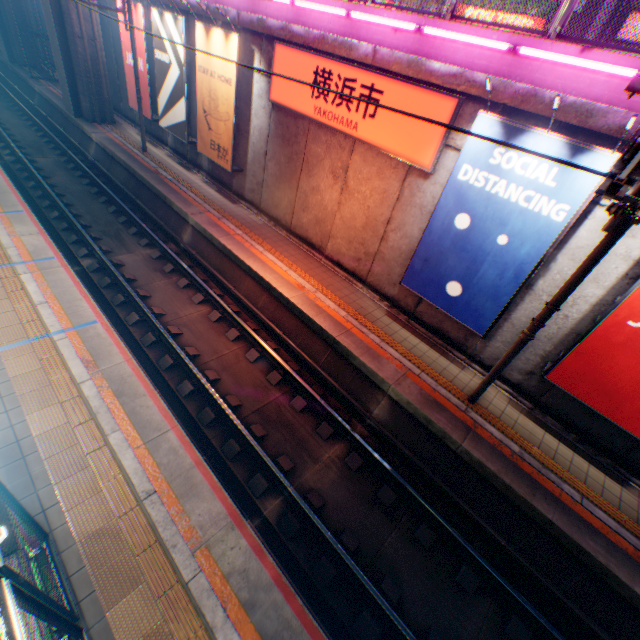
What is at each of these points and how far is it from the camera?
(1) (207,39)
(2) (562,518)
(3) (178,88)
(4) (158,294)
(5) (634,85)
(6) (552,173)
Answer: (1) billboard, 11.6 meters
(2) railway, 6.4 meters
(3) billboard, 13.8 meters
(4) railway, 10.5 meters
(5) electric pole, 2.5 meters
(6) billboard, 6.2 meters

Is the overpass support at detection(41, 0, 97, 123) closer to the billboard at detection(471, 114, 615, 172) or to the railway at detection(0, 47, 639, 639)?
the railway at detection(0, 47, 639, 639)

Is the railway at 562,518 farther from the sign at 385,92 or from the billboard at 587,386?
the sign at 385,92

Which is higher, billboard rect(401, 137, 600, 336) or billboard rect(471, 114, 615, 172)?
billboard rect(471, 114, 615, 172)

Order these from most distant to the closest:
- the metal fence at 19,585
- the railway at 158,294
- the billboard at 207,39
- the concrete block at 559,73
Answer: the billboard at 207,39
the concrete block at 559,73
the railway at 158,294
the metal fence at 19,585

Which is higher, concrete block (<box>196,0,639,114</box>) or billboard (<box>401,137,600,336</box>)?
concrete block (<box>196,0,639,114</box>)

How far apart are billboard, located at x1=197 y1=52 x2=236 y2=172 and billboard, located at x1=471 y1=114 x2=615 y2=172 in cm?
869

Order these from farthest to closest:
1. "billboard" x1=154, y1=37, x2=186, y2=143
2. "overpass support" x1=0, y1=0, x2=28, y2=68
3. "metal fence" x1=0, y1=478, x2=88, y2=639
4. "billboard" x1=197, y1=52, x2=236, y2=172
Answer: "overpass support" x1=0, y1=0, x2=28, y2=68 → "billboard" x1=154, y1=37, x2=186, y2=143 → "billboard" x1=197, y1=52, x2=236, y2=172 → "metal fence" x1=0, y1=478, x2=88, y2=639
